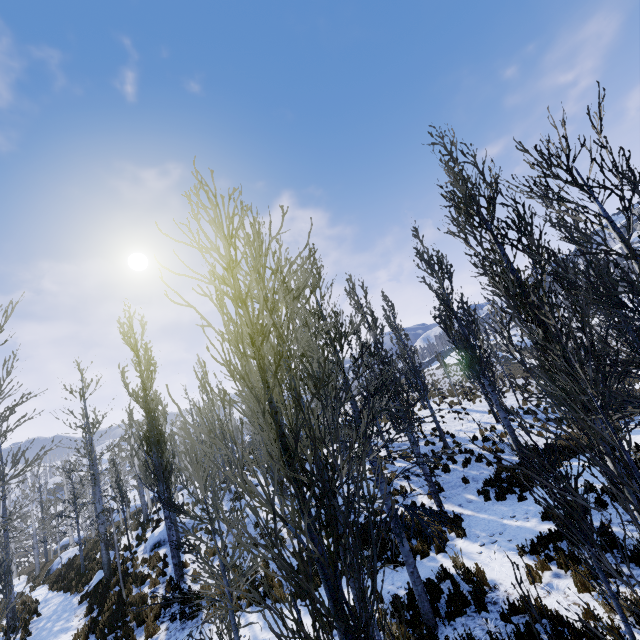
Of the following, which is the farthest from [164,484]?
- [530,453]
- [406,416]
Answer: [530,453]

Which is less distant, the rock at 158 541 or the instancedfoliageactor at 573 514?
the instancedfoliageactor at 573 514

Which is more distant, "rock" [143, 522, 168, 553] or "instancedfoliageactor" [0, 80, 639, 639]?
"rock" [143, 522, 168, 553]

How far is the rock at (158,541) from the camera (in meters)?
17.95

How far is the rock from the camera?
17.9 meters
